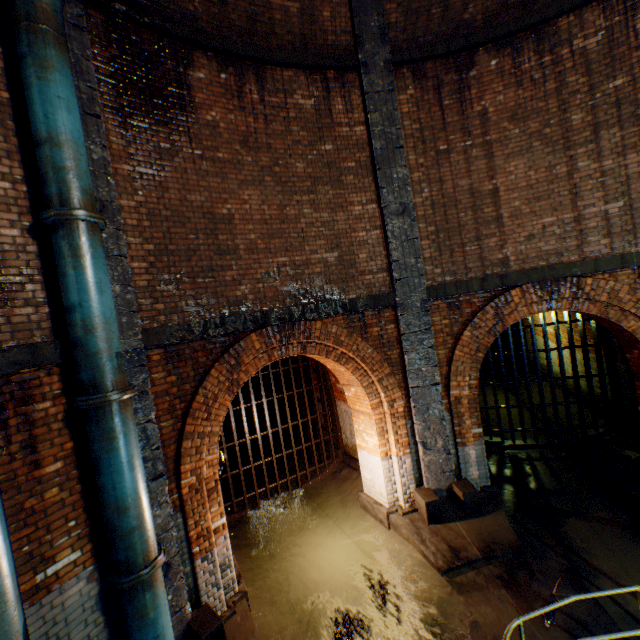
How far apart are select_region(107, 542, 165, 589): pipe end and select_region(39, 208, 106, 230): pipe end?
4.1 meters

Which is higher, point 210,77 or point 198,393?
point 210,77

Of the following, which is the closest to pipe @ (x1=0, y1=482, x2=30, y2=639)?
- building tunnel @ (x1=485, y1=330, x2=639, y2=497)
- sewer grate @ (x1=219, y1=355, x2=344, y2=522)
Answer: sewer grate @ (x1=219, y1=355, x2=344, y2=522)

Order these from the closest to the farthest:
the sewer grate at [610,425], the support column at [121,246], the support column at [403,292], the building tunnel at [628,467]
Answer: the support column at [121,246] < the support column at [403,292] < the building tunnel at [628,467] < the sewer grate at [610,425]

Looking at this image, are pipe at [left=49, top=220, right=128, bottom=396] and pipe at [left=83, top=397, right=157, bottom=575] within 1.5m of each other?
yes

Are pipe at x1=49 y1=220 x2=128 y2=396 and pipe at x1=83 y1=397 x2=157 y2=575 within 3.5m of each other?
yes

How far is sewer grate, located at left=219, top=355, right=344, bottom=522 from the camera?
8.23m

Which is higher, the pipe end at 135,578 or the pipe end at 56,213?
the pipe end at 56,213
